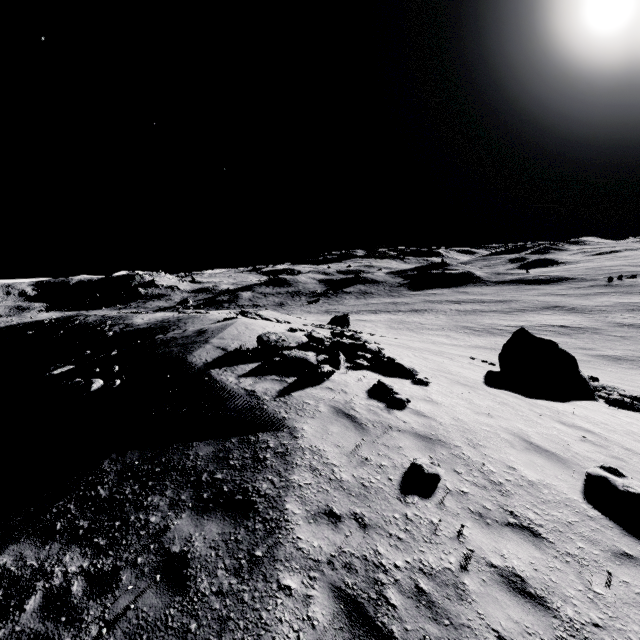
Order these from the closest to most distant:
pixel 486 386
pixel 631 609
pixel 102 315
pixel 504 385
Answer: pixel 631 609, pixel 486 386, pixel 504 385, pixel 102 315

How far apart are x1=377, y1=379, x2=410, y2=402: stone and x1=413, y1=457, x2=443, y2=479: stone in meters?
2.5

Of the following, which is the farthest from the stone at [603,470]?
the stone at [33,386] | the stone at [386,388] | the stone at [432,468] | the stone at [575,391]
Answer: the stone at [33,386]

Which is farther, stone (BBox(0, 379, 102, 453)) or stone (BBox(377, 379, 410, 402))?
stone (BBox(0, 379, 102, 453))

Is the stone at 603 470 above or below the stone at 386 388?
below

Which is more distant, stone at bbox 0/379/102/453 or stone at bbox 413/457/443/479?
stone at bbox 0/379/102/453

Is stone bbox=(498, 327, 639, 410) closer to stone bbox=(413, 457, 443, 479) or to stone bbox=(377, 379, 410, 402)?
stone bbox=(377, 379, 410, 402)

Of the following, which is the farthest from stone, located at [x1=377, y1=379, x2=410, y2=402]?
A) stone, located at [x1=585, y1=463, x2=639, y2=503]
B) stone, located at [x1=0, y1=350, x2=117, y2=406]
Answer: stone, located at [x1=0, y1=350, x2=117, y2=406]
